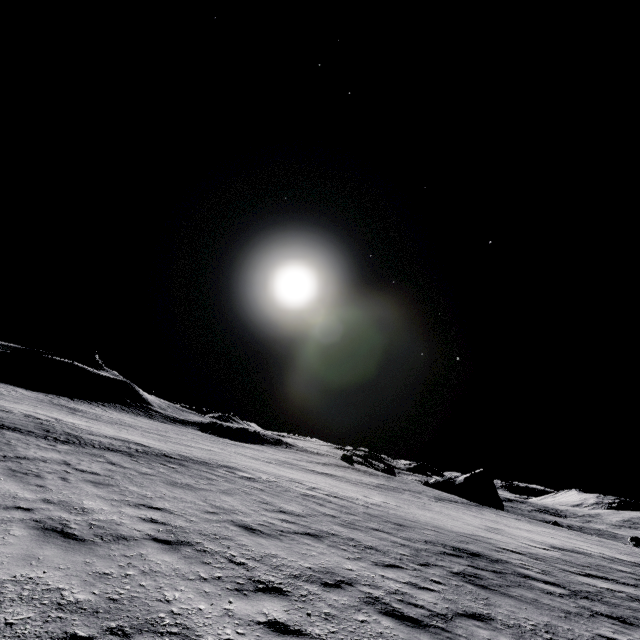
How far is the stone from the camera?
50.72m

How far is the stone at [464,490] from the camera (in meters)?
50.72

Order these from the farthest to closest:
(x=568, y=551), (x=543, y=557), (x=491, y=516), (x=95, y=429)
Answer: (x=491, y=516) → (x=95, y=429) → (x=568, y=551) → (x=543, y=557)
